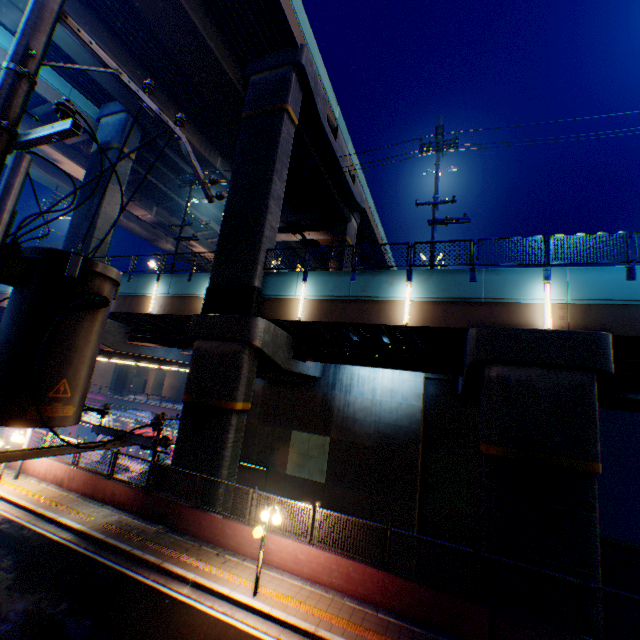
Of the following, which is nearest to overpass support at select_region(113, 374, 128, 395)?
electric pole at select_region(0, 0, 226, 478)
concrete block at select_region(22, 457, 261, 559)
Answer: concrete block at select_region(22, 457, 261, 559)

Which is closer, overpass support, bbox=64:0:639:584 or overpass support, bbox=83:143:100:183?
overpass support, bbox=64:0:639:584

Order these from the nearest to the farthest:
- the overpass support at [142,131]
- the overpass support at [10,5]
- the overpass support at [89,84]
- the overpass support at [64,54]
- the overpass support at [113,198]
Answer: the overpass support at [10,5]
the overpass support at [64,54]
the overpass support at [89,84]
the overpass support at [113,198]
the overpass support at [142,131]

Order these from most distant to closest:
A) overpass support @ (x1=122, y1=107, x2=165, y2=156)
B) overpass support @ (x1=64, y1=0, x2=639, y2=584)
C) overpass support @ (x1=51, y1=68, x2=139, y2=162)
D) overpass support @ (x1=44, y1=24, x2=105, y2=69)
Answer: overpass support @ (x1=122, y1=107, x2=165, y2=156)
overpass support @ (x1=51, y1=68, x2=139, y2=162)
overpass support @ (x1=44, y1=24, x2=105, y2=69)
overpass support @ (x1=64, y1=0, x2=639, y2=584)

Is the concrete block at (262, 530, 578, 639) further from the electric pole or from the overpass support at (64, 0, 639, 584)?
the electric pole

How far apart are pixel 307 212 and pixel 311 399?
20.3 meters

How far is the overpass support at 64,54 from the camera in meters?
18.7
